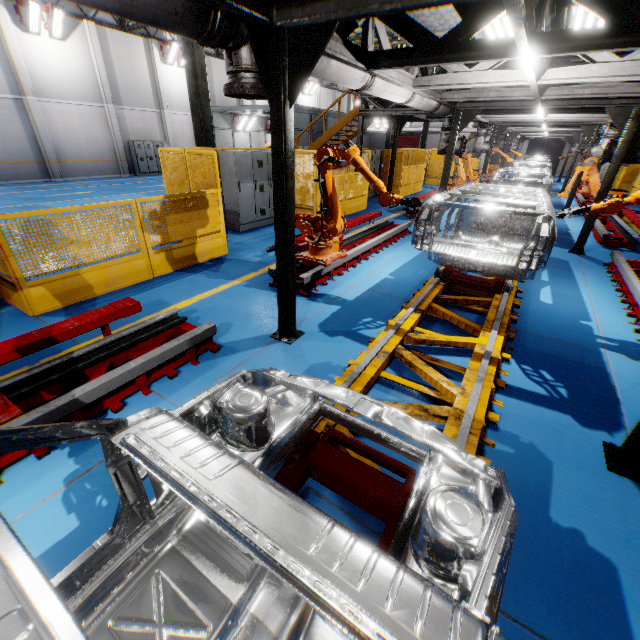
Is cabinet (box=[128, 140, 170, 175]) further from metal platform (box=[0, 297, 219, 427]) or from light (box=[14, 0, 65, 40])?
metal platform (box=[0, 297, 219, 427])

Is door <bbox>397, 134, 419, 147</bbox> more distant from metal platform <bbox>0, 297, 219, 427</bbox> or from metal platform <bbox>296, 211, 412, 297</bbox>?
metal platform <bbox>0, 297, 219, 427</bbox>

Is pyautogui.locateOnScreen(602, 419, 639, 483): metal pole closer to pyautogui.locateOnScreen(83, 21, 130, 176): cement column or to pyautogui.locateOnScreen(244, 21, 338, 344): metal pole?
pyautogui.locateOnScreen(244, 21, 338, 344): metal pole

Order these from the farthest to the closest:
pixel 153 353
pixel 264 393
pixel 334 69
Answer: pixel 334 69 → pixel 153 353 → pixel 264 393

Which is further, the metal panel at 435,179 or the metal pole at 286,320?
the metal panel at 435,179

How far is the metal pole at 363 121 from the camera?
12.20m

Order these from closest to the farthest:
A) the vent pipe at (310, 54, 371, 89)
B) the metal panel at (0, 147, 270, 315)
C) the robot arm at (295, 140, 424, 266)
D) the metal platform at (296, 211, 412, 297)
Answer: the vent pipe at (310, 54, 371, 89) < the metal panel at (0, 147, 270, 315) < the robot arm at (295, 140, 424, 266) < the metal platform at (296, 211, 412, 297)

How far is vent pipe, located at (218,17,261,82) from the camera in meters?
2.9
